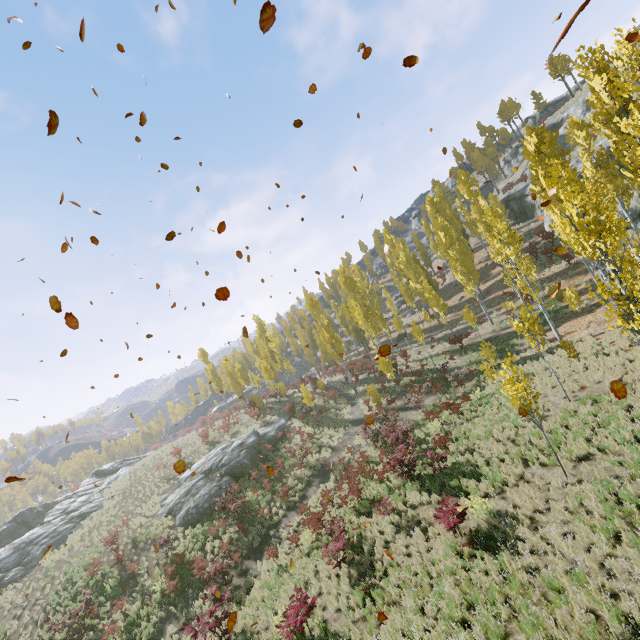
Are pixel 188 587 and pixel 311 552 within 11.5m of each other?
yes

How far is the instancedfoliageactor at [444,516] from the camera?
10.0 meters

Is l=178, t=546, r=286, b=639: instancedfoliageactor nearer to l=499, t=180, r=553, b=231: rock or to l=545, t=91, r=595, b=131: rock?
l=499, t=180, r=553, b=231: rock

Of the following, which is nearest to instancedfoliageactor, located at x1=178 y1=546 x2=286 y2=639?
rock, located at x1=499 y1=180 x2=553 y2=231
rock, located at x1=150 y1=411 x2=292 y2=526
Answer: rock, located at x1=150 y1=411 x2=292 y2=526

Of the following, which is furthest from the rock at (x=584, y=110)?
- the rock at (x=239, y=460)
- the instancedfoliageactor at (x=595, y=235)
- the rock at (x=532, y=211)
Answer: the rock at (x=239, y=460)

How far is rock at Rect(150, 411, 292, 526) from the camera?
23.59m
